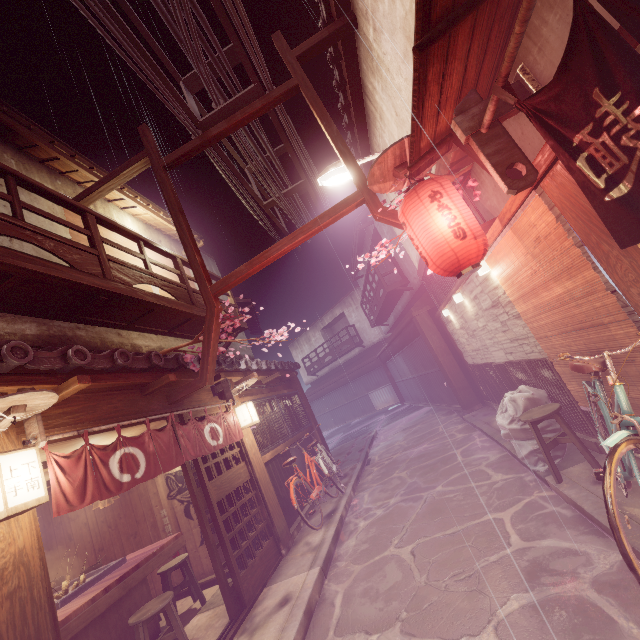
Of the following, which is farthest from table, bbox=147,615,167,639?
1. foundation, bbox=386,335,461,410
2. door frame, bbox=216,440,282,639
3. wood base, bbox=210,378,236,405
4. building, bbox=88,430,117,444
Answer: foundation, bbox=386,335,461,410

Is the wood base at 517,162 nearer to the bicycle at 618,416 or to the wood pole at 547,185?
the wood pole at 547,185

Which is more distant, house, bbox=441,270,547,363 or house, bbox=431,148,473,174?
house, bbox=441,270,547,363

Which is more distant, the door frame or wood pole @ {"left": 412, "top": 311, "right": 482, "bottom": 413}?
wood pole @ {"left": 412, "top": 311, "right": 482, "bottom": 413}

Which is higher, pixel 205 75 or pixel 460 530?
pixel 205 75

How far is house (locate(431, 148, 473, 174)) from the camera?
7.78m

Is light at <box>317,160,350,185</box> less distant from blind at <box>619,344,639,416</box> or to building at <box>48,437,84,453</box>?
blind at <box>619,344,639,416</box>

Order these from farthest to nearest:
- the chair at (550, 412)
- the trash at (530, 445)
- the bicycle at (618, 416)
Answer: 1. the trash at (530, 445)
2. the chair at (550, 412)
3. the bicycle at (618, 416)
